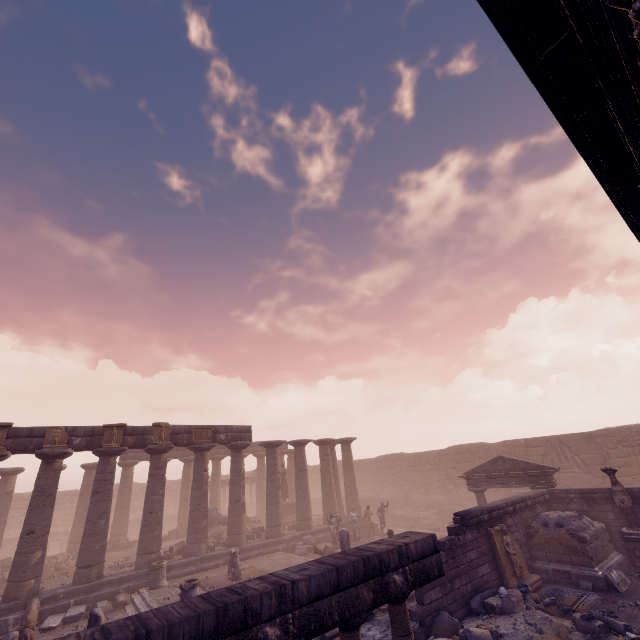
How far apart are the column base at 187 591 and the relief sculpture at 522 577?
10.3 meters

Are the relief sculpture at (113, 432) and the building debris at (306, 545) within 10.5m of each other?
no

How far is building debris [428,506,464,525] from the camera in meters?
23.2

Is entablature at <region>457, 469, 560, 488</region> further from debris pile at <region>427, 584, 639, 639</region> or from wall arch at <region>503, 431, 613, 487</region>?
wall arch at <region>503, 431, 613, 487</region>

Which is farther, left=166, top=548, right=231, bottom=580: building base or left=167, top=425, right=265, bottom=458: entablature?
left=167, top=425, right=265, bottom=458: entablature

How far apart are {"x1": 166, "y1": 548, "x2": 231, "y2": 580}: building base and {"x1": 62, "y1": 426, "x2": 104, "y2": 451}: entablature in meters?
5.3

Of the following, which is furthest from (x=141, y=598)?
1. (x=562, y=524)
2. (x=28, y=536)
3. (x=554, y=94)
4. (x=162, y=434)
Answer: (x=554, y=94)

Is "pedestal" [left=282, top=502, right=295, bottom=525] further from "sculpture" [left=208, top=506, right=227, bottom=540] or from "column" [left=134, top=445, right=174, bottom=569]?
"column" [left=134, top=445, right=174, bottom=569]
